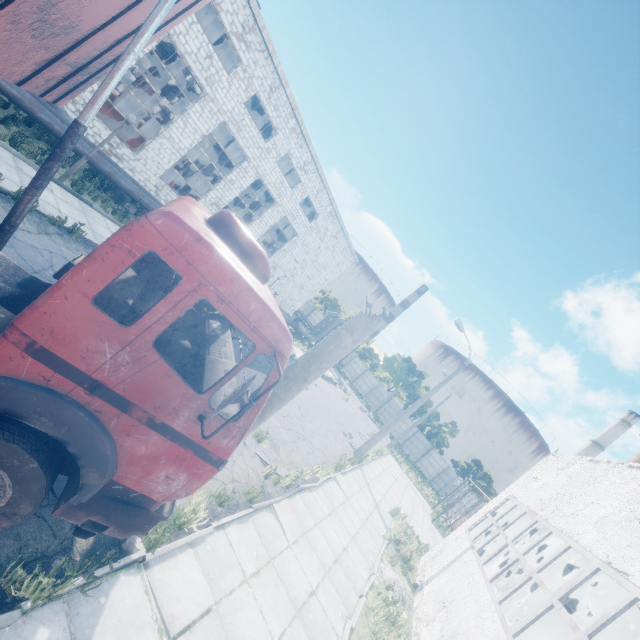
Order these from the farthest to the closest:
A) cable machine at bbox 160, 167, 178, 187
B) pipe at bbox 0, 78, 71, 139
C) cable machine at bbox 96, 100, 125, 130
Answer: cable machine at bbox 160, 167, 178, 187 < cable machine at bbox 96, 100, 125, 130 < pipe at bbox 0, 78, 71, 139

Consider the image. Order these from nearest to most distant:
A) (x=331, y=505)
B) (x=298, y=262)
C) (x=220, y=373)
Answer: (x=220, y=373)
(x=331, y=505)
(x=298, y=262)

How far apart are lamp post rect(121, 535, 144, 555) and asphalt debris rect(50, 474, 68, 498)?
0.81m

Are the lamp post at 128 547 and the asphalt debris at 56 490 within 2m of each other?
yes

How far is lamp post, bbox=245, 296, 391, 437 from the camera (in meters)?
4.72

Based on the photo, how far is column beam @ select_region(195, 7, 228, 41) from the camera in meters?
20.4

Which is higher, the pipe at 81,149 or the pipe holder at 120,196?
the pipe at 81,149

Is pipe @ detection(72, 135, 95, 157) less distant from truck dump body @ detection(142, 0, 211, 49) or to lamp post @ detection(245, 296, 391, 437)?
truck dump body @ detection(142, 0, 211, 49)
